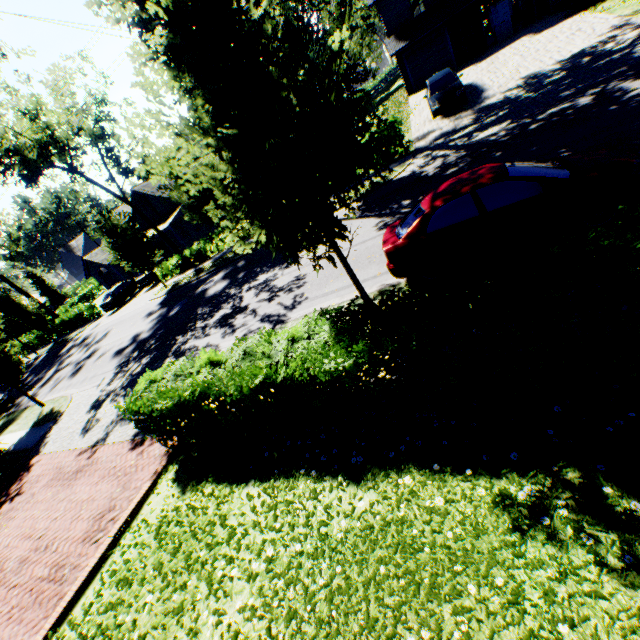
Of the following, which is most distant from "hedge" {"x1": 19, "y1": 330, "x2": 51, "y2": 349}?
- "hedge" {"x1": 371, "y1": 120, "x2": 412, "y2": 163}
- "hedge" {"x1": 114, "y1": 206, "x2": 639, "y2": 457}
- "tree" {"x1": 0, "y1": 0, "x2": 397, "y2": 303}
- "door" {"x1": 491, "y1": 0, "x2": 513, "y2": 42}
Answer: "door" {"x1": 491, "y1": 0, "x2": 513, "y2": 42}

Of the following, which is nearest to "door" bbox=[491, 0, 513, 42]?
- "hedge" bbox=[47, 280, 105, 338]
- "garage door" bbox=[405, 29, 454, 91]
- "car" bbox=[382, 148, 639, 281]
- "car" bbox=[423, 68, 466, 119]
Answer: "garage door" bbox=[405, 29, 454, 91]

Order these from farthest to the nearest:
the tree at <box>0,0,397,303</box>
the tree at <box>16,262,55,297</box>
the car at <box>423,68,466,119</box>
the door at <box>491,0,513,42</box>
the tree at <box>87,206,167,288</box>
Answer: the tree at <box>16,262,55,297</box> → the door at <box>491,0,513,42</box> → the tree at <box>87,206,167,288</box> → the car at <box>423,68,466,119</box> → the tree at <box>0,0,397,303</box>

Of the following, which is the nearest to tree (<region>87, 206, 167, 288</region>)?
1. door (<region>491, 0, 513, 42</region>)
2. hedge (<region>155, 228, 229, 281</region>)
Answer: hedge (<region>155, 228, 229, 281</region>)

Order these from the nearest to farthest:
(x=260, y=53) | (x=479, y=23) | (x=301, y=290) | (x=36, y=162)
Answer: (x=260, y=53) < (x=301, y=290) < (x=36, y=162) < (x=479, y=23)

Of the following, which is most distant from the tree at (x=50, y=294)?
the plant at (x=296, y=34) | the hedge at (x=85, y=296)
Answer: the plant at (x=296, y=34)

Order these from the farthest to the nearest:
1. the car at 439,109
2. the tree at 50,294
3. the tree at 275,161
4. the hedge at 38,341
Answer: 1. the tree at 50,294
2. the hedge at 38,341
3. the car at 439,109
4. the tree at 275,161

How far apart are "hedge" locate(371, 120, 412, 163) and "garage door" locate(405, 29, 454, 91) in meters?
13.6 m
